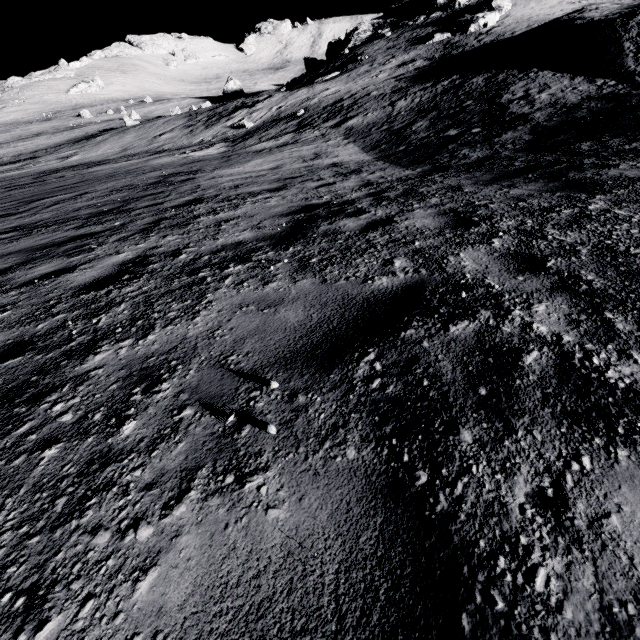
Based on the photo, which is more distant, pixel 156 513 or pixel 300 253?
pixel 300 253
